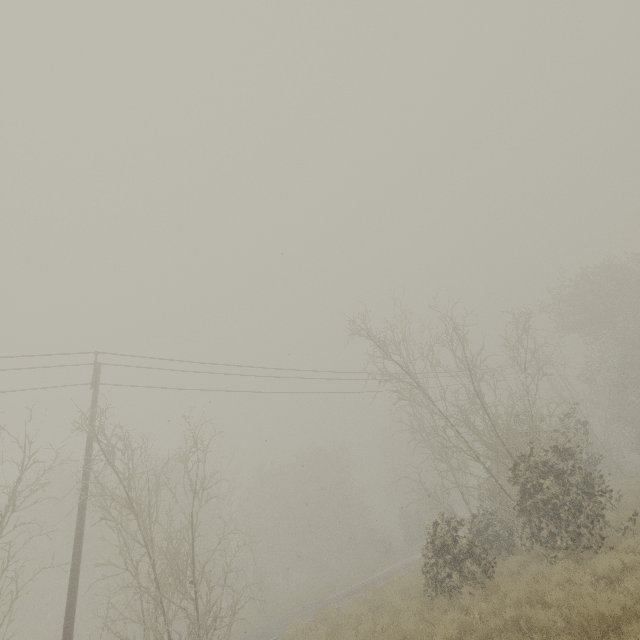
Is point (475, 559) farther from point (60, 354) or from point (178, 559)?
point (60, 354)
